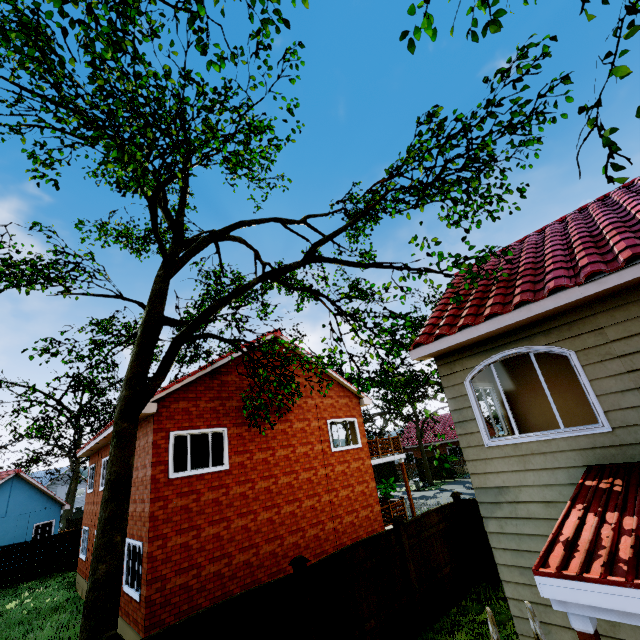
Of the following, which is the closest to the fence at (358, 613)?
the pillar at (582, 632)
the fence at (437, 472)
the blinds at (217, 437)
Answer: the pillar at (582, 632)

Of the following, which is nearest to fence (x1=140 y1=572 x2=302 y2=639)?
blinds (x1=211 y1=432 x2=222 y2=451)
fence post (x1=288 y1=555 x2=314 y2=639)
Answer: fence post (x1=288 y1=555 x2=314 y2=639)

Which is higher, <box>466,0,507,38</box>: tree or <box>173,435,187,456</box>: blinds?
<box>466,0,507,38</box>: tree

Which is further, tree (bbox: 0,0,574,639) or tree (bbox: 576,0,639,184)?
tree (bbox: 0,0,574,639)

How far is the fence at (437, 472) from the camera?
33.69m

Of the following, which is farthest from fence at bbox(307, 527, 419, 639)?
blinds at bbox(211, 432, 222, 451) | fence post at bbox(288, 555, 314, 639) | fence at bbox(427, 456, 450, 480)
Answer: fence at bbox(427, 456, 450, 480)

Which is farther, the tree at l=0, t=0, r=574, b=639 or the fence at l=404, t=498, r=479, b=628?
the fence at l=404, t=498, r=479, b=628

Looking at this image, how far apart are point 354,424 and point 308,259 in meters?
10.9 m
